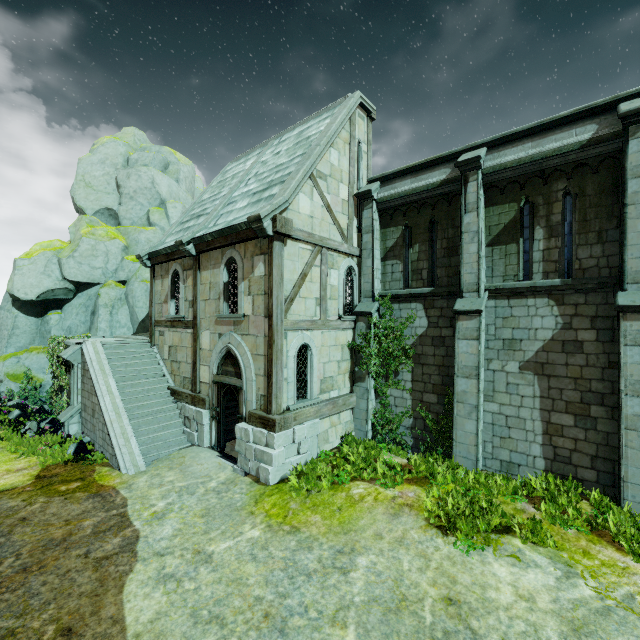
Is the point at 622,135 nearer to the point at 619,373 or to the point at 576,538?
the point at 619,373

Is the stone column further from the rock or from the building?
the rock

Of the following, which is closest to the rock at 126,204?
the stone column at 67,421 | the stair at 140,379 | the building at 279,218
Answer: the stair at 140,379

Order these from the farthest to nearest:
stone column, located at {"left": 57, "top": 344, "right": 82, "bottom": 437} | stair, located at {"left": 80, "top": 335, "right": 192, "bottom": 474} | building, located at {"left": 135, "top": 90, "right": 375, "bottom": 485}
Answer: stone column, located at {"left": 57, "top": 344, "right": 82, "bottom": 437} < stair, located at {"left": 80, "top": 335, "right": 192, "bottom": 474} < building, located at {"left": 135, "top": 90, "right": 375, "bottom": 485}

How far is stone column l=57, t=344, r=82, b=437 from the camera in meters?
12.4 m

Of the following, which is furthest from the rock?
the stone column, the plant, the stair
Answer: the stone column

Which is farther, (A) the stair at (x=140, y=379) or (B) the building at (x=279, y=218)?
(A) the stair at (x=140, y=379)

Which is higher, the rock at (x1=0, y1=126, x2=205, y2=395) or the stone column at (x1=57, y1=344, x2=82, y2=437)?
the rock at (x1=0, y1=126, x2=205, y2=395)
